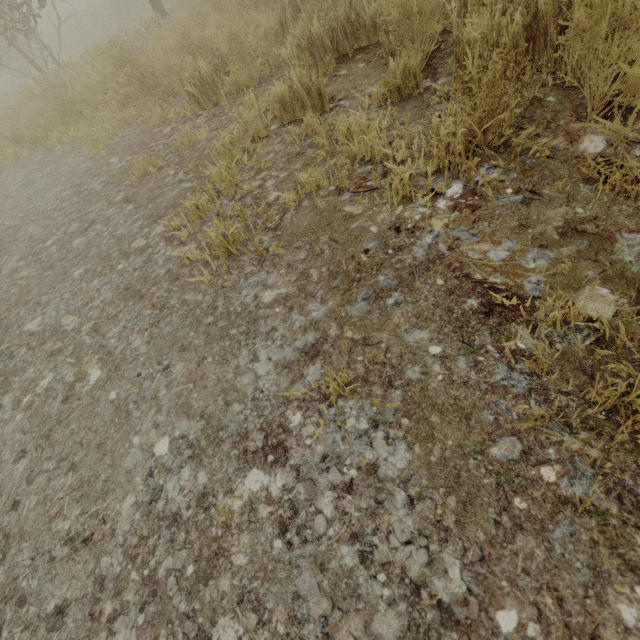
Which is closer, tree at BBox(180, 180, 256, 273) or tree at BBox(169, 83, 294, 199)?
tree at BBox(180, 180, 256, 273)

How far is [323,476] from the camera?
1.0m

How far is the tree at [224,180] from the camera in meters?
2.5 m

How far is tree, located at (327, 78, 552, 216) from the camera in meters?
1.6 m
